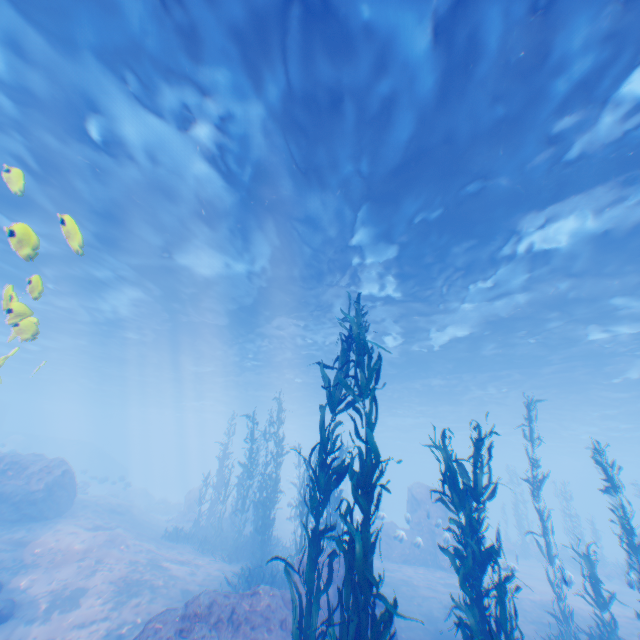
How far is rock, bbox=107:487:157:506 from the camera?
33.9m

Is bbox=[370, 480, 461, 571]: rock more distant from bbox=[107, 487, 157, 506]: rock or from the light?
bbox=[107, 487, 157, 506]: rock

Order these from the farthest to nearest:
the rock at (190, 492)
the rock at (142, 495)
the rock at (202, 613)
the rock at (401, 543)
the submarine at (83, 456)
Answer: the submarine at (83, 456) < the rock at (142, 495) < the rock at (190, 492) < the rock at (401, 543) < the rock at (202, 613)

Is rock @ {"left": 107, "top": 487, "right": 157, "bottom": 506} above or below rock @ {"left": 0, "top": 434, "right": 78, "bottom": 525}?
below

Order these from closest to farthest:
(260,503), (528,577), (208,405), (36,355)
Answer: (260,503)
(528,577)
(36,355)
(208,405)

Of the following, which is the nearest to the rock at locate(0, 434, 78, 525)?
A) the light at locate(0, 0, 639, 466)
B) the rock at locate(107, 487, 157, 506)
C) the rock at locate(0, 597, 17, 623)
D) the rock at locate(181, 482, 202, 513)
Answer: the light at locate(0, 0, 639, 466)

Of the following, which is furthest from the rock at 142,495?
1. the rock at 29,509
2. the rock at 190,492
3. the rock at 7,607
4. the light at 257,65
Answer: the rock at 7,607
